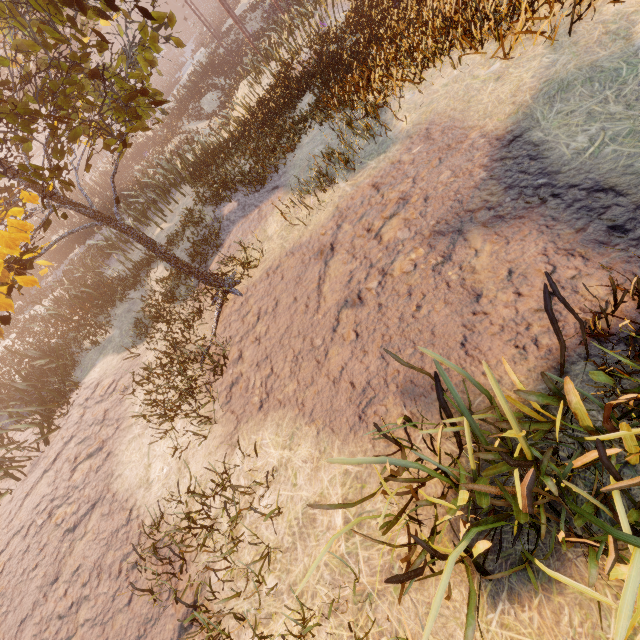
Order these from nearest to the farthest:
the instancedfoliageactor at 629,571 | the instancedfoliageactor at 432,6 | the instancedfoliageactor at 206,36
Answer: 1. the instancedfoliageactor at 629,571
2. the instancedfoliageactor at 432,6
3. the instancedfoliageactor at 206,36

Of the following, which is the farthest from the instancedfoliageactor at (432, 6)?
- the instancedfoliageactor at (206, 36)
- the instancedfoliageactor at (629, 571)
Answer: A: the instancedfoliageactor at (206, 36)

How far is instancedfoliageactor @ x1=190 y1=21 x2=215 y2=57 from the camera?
35.9m

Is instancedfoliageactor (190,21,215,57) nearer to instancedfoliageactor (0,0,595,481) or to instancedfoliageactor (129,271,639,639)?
instancedfoliageactor (0,0,595,481)

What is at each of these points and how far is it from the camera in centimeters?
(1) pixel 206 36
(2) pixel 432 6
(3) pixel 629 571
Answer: (1) instancedfoliageactor, 4450cm
(2) instancedfoliageactor, 638cm
(3) instancedfoliageactor, 153cm

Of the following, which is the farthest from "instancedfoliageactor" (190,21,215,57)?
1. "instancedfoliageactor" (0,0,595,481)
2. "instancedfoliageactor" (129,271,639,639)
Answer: "instancedfoliageactor" (129,271,639,639)

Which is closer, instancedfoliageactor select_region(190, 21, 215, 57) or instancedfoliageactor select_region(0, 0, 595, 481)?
instancedfoliageactor select_region(0, 0, 595, 481)
